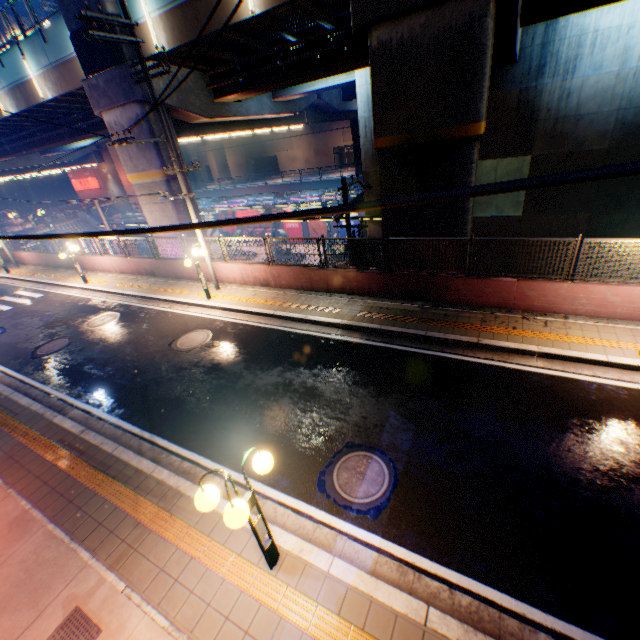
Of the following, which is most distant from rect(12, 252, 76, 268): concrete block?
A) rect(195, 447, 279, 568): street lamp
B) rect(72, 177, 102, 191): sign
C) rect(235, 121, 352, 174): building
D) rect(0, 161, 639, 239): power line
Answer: rect(235, 121, 352, 174): building

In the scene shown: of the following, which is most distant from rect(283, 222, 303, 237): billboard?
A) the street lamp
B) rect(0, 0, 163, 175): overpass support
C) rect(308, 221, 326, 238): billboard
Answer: the street lamp

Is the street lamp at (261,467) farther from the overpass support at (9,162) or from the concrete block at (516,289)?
the overpass support at (9,162)

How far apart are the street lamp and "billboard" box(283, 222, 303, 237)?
36.5 meters

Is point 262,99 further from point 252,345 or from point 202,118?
point 252,345

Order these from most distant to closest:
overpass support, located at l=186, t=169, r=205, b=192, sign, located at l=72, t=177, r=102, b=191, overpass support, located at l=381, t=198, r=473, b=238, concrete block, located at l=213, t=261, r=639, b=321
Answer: overpass support, located at l=186, t=169, r=205, b=192 → sign, located at l=72, t=177, r=102, b=191 → overpass support, located at l=381, t=198, r=473, b=238 → concrete block, located at l=213, t=261, r=639, b=321

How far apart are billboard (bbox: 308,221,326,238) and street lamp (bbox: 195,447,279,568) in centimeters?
3478cm

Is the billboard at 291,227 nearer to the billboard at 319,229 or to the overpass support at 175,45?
the billboard at 319,229
